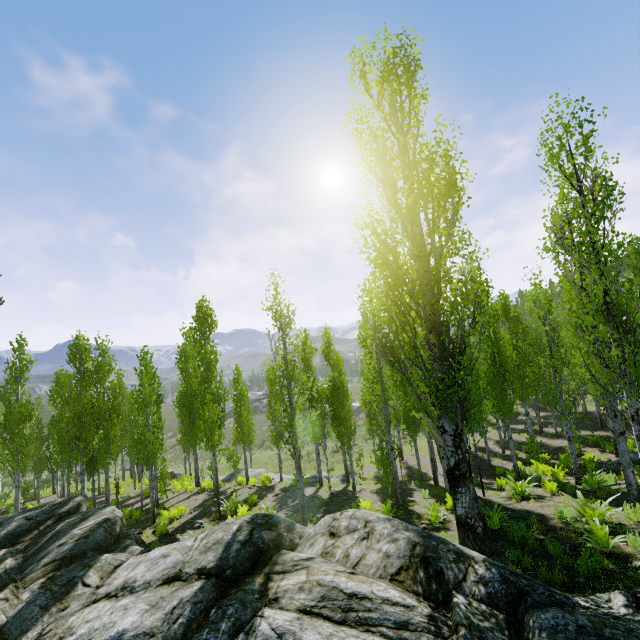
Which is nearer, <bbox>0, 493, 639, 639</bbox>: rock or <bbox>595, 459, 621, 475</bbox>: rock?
<bbox>0, 493, 639, 639</bbox>: rock

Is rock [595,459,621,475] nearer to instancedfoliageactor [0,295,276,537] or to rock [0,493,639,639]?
instancedfoliageactor [0,295,276,537]

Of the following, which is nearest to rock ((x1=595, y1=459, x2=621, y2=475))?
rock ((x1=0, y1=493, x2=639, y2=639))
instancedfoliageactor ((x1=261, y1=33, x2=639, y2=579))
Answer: instancedfoliageactor ((x1=261, y1=33, x2=639, y2=579))

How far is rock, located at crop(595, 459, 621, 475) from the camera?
14.10m

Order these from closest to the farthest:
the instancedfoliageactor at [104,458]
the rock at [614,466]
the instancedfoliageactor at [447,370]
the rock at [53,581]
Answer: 1. the rock at [53,581]
2. the instancedfoliageactor at [447,370]
3. the rock at [614,466]
4. the instancedfoliageactor at [104,458]

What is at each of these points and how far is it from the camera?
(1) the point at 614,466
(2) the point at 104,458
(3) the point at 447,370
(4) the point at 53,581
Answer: (1) rock, 14.4m
(2) instancedfoliageactor, 18.2m
(3) instancedfoliageactor, 8.7m
(4) rock, 8.6m

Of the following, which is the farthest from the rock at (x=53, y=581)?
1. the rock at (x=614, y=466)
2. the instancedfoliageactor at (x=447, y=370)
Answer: the rock at (x=614, y=466)
